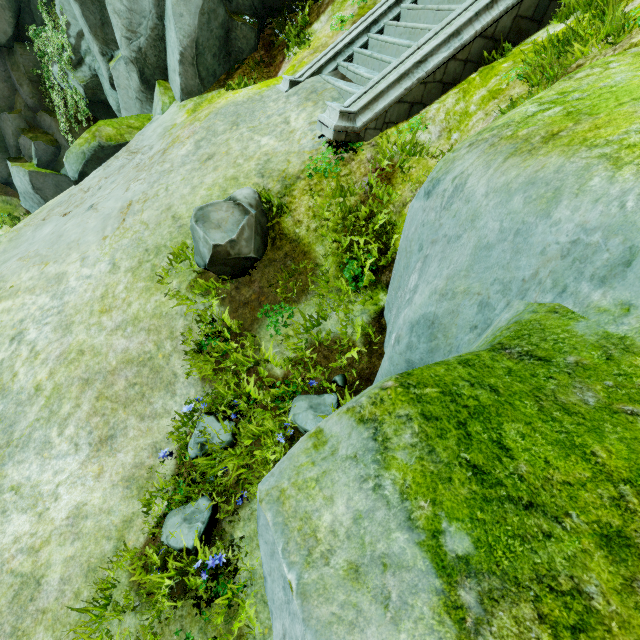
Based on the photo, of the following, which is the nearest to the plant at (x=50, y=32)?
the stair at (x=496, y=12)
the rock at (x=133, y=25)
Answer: the rock at (x=133, y=25)

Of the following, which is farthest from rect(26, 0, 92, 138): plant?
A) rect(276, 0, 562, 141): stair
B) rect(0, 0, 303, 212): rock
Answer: rect(276, 0, 562, 141): stair

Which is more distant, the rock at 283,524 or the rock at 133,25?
the rock at 133,25

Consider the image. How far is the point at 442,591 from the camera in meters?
1.3 m

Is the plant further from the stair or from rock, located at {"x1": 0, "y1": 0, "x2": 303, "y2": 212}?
the stair
